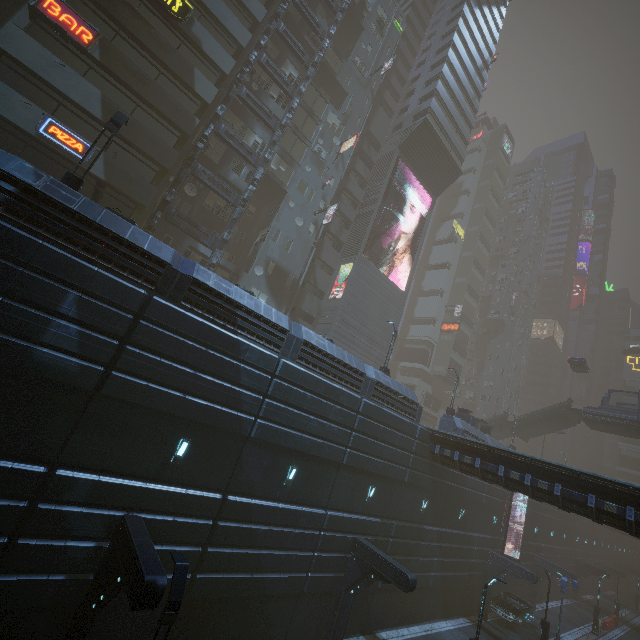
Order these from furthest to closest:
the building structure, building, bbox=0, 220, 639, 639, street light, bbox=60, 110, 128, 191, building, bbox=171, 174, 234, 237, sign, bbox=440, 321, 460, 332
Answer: sign, bbox=440, 321, 460, 332 → building, bbox=171, 174, 234, 237 → the building structure → street light, bbox=60, 110, 128, 191 → building, bbox=0, 220, 639, 639

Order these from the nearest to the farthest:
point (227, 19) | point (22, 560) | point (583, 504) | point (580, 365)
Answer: point (22, 560) < point (583, 504) < point (227, 19) < point (580, 365)

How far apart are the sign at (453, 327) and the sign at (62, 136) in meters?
54.3

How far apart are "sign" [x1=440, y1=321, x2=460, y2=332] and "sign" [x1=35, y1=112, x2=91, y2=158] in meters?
54.3

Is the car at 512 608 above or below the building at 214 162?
below

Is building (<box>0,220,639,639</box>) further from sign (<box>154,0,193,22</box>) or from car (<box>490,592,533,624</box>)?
car (<box>490,592,533,624</box>)

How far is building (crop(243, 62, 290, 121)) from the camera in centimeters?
2778cm

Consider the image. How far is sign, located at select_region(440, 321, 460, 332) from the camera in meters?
57.0
